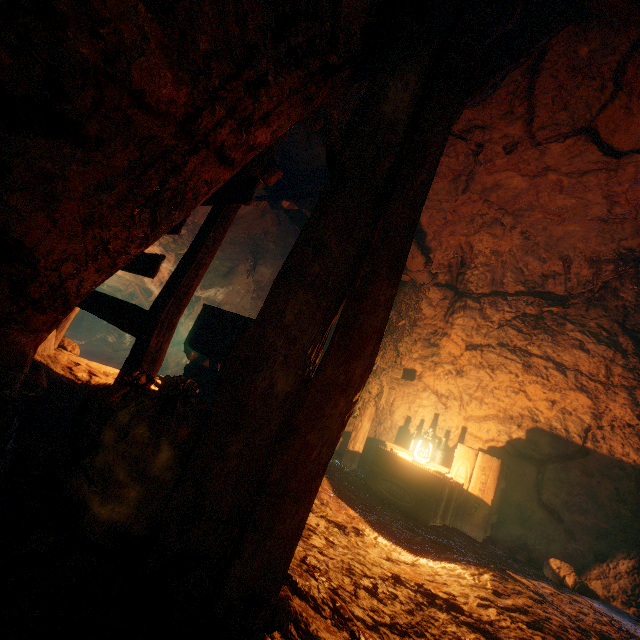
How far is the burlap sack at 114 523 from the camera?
1.3m

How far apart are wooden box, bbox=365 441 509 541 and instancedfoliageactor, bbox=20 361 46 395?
4.01m

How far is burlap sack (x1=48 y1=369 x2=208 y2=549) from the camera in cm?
132

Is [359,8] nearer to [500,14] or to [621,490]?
[500,14]

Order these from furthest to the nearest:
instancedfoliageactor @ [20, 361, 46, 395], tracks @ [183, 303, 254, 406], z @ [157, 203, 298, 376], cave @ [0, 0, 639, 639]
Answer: z @ [157, 203, 298, 376]
tracks @ [183, 303, 254, 406]
instancedfoliageactor @ [20, 361, 46, 395]
cave @ [0, 0, 639, 639]

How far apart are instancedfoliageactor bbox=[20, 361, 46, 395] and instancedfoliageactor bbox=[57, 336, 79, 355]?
1.8 meters

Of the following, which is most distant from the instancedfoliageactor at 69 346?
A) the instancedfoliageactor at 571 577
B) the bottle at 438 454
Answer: the instancedfoliageactor at 571 577

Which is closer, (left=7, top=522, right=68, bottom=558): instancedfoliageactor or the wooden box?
(left=7, top=522, right=68, bottom=558): instancedfoliageactor
